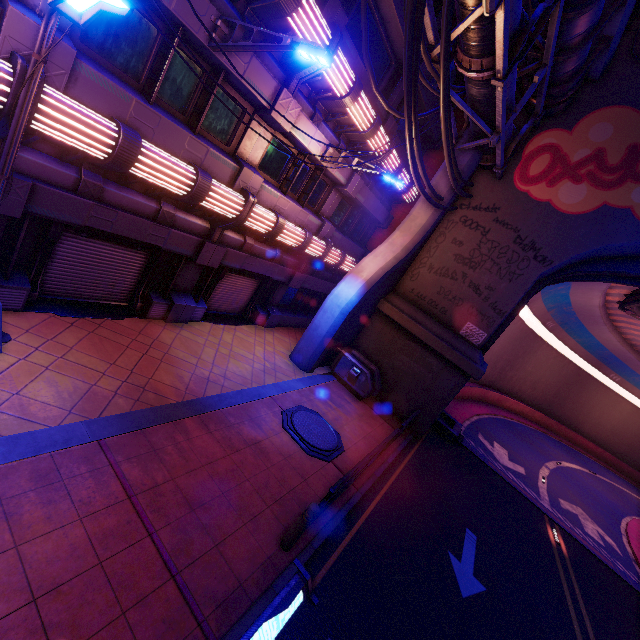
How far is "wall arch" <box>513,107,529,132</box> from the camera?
13.08m

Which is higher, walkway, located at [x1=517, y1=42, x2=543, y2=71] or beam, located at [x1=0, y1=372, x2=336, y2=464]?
walkway, located at [x1=517, y1=42, x2=543, y2=71]

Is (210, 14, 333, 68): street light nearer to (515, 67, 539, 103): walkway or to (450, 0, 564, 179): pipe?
(450, 0, 564, 179): pipe

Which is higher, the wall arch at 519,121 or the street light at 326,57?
the wall arch at 519,121

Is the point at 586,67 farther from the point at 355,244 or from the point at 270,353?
the point at 270,353

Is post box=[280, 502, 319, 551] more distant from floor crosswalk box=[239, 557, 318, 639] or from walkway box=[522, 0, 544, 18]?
walkway box=[522, 0, 544, 18]

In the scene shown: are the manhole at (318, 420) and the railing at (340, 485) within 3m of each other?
yes

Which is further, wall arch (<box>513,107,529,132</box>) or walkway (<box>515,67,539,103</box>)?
wall arch (<box>513,107,529,132</box>)
